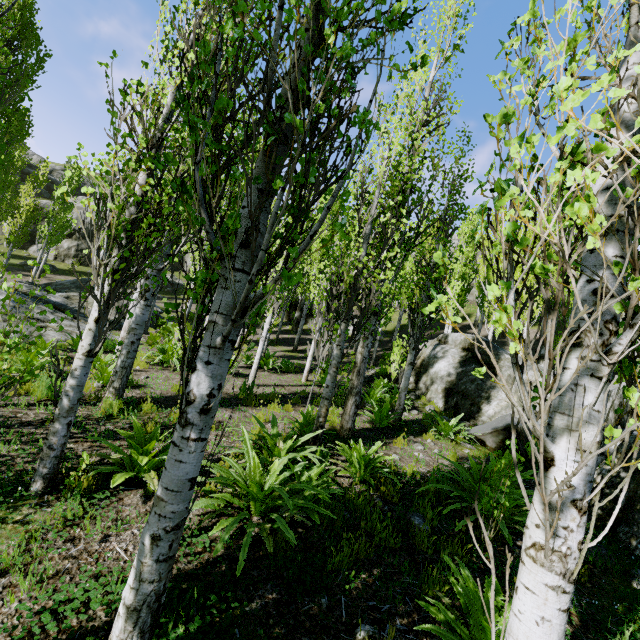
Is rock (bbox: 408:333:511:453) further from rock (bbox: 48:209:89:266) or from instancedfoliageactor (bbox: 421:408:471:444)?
rock (bbox: 48:209:89:266)

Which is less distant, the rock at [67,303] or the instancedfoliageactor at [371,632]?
the instancedfoliageactor at [371,632]

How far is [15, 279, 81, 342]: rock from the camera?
10.3m

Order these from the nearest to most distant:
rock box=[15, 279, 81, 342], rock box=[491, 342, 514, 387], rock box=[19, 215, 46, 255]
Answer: rock box=[491, 342, 514, 387] → rock box=[15, 279, 81, 342] → rock box=[19, 215, 46, 255]

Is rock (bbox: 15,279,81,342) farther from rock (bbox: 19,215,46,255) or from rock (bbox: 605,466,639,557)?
rock (bbox: 19,215,46,255)

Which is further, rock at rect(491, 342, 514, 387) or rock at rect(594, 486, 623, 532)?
rock at rect(491, 342, 514, 387)

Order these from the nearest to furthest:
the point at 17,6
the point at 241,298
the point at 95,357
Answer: the point at 241,298, the point at 95,357, the point at 17,6

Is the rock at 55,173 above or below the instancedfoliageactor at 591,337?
above
